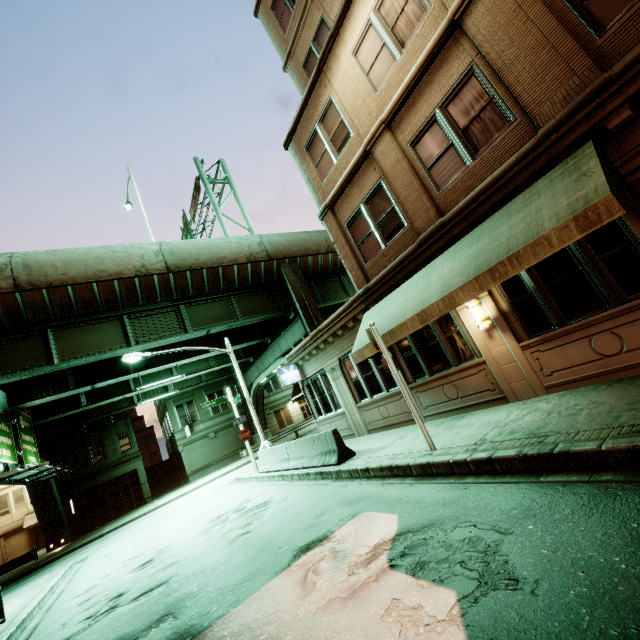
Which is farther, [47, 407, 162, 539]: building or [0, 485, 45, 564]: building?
[0, 485, 45, 564]: building

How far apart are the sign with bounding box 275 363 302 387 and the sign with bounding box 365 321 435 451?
8.8 meters

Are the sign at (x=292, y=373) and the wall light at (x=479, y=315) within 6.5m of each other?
no

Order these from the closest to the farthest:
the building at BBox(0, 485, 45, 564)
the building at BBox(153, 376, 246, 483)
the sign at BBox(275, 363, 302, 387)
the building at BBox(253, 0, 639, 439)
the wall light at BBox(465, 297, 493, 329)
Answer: the building at BBox(253, 0, 639, 439) → the wall light at BBox(465, 297, 493, 329) → the sign at BBox(275, 363, 302, 387) → the building at BBox(0, 485, 45, 564) → the building at BBox(153, 376, 246, 483)

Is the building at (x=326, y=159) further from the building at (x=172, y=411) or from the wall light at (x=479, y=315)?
the building at (x=172, y=411)

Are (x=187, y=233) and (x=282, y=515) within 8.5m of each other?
no

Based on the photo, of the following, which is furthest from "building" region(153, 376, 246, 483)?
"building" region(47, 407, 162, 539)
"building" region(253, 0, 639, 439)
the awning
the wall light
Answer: the wall light

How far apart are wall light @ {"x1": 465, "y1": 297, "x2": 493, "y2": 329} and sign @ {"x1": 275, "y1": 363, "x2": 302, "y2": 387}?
9.7 meters
